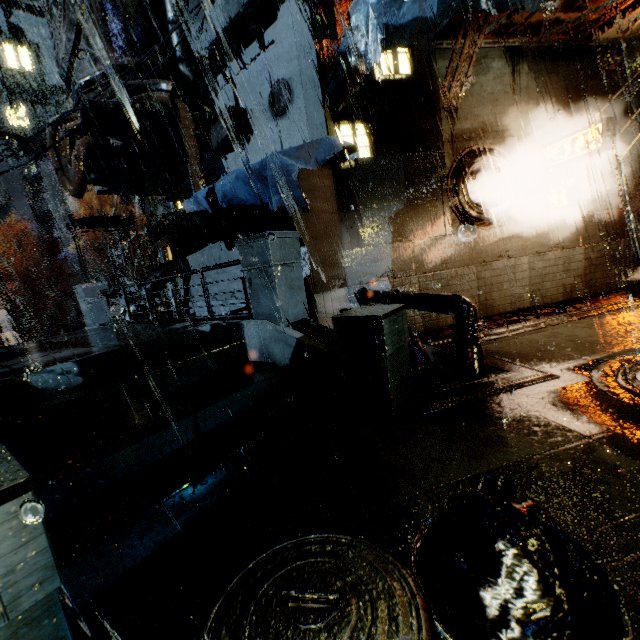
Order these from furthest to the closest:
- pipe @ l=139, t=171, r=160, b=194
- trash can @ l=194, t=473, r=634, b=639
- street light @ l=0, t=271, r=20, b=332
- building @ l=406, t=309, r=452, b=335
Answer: street light @ l=0, t=271, r=20, b=332, pipe @ l=139, t=171, r=160, b=194, building @ l=406, t=309, r=452, b=335, trash can @ l=194, t=473, r=634, b=639

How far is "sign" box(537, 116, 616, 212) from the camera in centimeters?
891cm

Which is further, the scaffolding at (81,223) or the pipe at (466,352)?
the scaffolding at (81,223)

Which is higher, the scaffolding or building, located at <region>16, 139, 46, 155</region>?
building, located at <region>16, 139, 46, 155</region>

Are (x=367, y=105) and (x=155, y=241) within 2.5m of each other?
no

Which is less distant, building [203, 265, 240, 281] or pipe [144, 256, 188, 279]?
building [203, 265, 240, 281]

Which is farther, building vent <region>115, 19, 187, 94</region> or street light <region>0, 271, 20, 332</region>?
street light <region>0, 271, 20, 332</region>

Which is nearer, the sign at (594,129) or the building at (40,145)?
the sign at (594,129)
